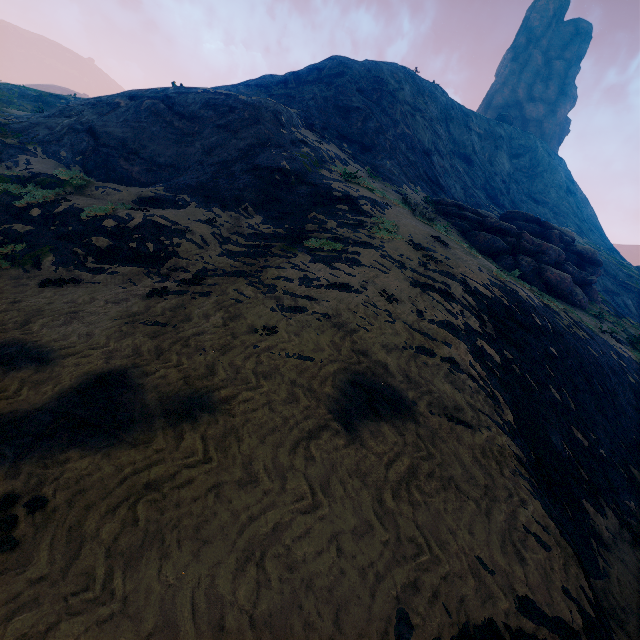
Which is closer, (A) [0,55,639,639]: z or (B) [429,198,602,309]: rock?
(A) [0,55,639,639]: z

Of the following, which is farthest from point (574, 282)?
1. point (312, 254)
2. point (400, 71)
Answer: point (400, 71)

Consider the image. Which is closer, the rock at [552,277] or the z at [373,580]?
the z at [373,580]

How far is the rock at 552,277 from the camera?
19.17m

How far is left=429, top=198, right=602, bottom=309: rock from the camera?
19.2 meters
